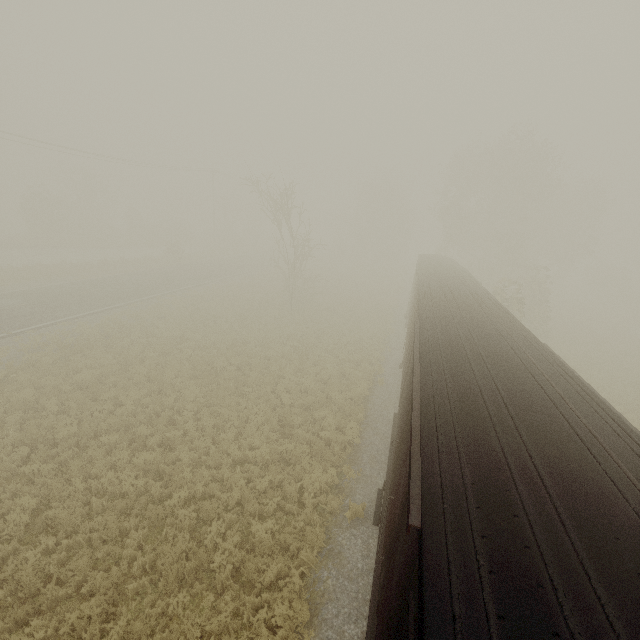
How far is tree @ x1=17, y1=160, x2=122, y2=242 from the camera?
39.9m

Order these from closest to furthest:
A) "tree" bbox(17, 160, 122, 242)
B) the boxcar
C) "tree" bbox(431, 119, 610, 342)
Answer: the boxcar < "tree" bbox(431, 119, 610, 342) < "tree" bbox(17, 160, 122, 242)

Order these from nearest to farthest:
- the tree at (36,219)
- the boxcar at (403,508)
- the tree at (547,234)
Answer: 1. the boxcar at (403,508)
2. the tree at (547,234)
3. the tree at (36,219)

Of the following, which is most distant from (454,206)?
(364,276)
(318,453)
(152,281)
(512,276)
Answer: (318,453)

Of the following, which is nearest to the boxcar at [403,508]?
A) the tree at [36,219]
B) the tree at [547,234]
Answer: the tree at [547,234]

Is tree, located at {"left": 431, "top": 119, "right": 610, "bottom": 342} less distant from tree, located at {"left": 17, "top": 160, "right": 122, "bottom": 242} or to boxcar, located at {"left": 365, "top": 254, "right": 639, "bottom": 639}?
boxcar, located at {"left": 365, "top": 254, "right": 639, "bottom": 639}

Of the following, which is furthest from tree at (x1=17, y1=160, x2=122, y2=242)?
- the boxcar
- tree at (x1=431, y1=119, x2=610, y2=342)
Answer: tree at (x1=431, y1=119, x2=610, y2=342)
